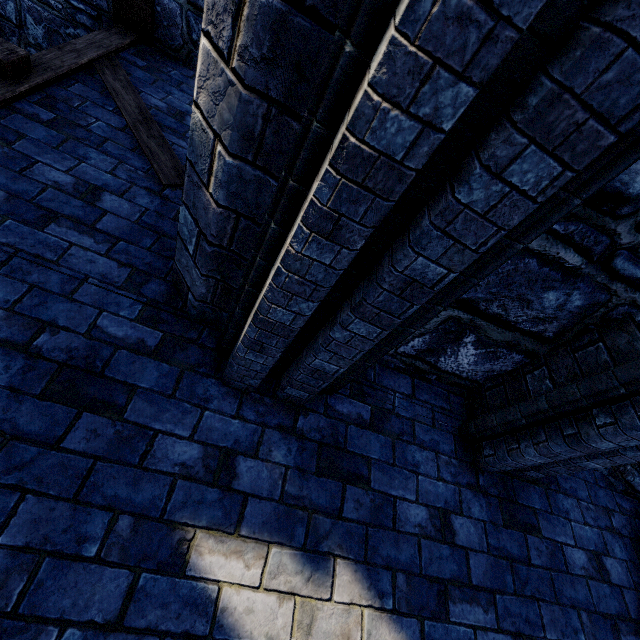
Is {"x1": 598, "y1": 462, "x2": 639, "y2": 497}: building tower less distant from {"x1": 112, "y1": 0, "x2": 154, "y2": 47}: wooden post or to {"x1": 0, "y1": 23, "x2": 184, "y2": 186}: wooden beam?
{"x1": 0, "y1": 23, "x2": 184, "y2": 186}: wooden beam

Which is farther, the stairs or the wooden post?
the wooden post

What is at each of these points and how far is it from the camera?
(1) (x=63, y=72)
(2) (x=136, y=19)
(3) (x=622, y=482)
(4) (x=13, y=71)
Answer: (1) wooden beam, 2.8m
(2) wooden post, 3.5m
(3) building tower, 3.0m
(4) stairs, 2.4m

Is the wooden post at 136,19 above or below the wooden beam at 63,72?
above

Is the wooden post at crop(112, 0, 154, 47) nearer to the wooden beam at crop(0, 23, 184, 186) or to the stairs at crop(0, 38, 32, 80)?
the wooden beam at crop(0, 23, 184, 186)

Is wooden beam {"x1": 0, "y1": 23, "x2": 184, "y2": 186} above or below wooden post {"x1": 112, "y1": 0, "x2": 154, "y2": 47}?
below

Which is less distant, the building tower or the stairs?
the stairs

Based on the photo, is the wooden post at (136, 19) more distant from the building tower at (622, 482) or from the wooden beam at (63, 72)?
the building tower at (622, 482)
